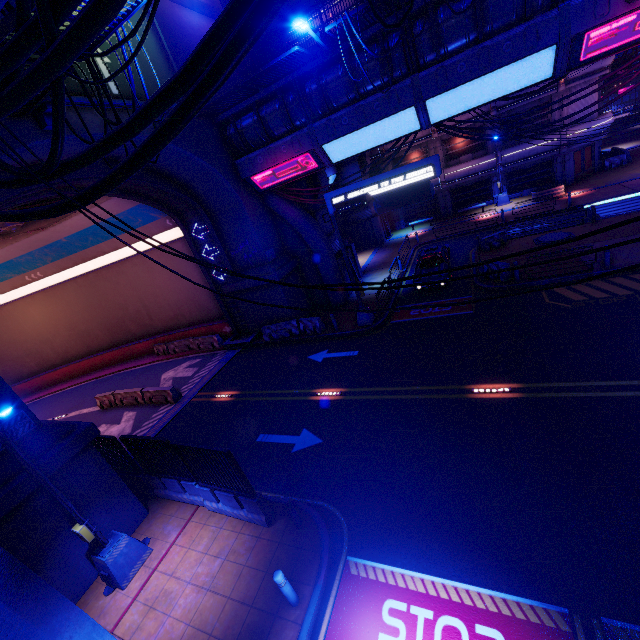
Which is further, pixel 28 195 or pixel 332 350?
pixel 332 350

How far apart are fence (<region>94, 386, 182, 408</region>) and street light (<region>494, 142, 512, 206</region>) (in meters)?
33.24

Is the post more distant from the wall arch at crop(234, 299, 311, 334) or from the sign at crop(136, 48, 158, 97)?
the sign at crop(136, 48, 158, 97)

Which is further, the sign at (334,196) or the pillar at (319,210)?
the pillar at (319,210)

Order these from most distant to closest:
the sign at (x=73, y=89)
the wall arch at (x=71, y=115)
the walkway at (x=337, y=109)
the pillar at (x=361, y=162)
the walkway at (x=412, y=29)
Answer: the pillar at (x=361, y=162)
the walkway at (x=412, y=29)
the walkway at (x=337, y=109)
the wall arch at (x=71, y=115)
the sign at (x=73, y=89)

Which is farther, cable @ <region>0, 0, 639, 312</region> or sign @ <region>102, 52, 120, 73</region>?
sign @ <region>102, 52, 120, 73</region>

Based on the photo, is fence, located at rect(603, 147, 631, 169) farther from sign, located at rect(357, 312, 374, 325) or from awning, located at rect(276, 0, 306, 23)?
awning, located at rect(276, 0, 306, 23)

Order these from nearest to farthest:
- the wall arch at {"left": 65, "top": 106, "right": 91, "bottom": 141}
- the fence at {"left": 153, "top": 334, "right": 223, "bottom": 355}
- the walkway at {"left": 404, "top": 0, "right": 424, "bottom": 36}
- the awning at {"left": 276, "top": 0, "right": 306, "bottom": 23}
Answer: the wall arch at {"left": 65, "top": 106, "right": 91, "bottom": 141} → the walkway at {"left": 404, "top": 0, "right": 424, "bottom": 36} → the fence at {"left": 153, "top": 334, "right": 223, "bottom": 355} → the awning at {"left": 276, "top": 0, "right": 306, "bottom": 23}
